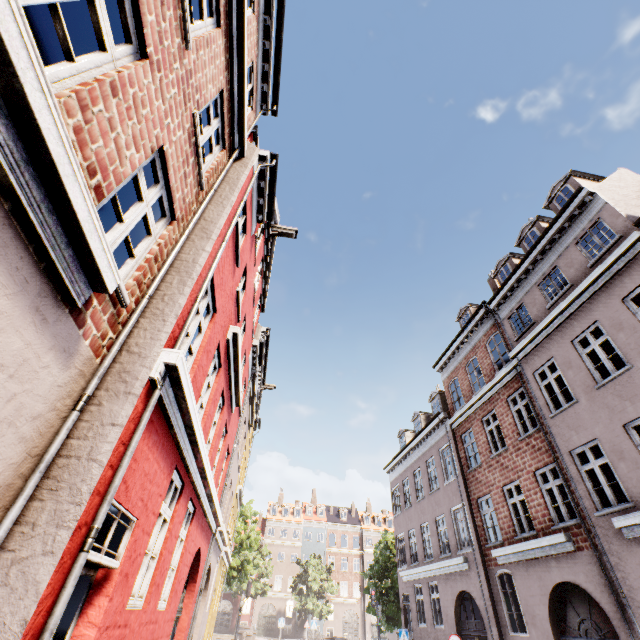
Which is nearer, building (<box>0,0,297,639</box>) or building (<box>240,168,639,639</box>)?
building (<box>0,0,297,639</box>)

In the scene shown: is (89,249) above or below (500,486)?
below

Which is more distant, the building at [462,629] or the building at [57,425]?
the building at [462,629]
